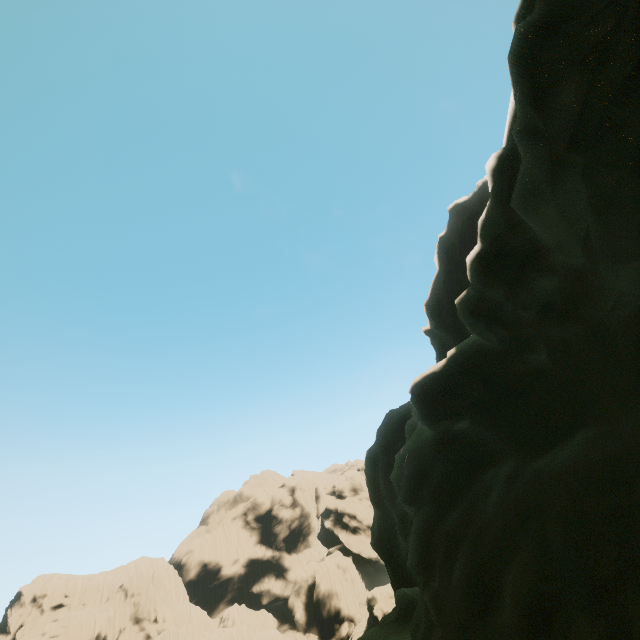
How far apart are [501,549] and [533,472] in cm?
189

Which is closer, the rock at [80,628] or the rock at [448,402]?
the rock at [448,402]

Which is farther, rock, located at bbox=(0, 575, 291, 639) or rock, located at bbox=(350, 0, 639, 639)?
rock, located at bbox=(0, 575, 291, 639)
